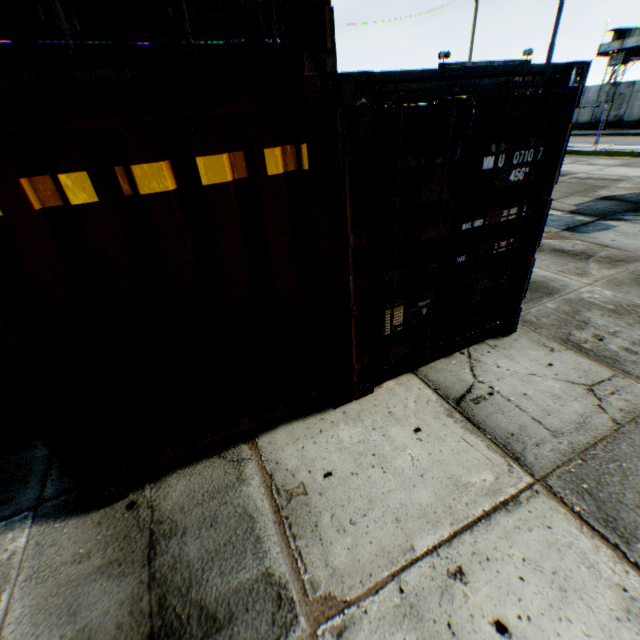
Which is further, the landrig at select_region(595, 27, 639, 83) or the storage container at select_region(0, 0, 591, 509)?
the landrig at select_region(595, 27, 639, 83)

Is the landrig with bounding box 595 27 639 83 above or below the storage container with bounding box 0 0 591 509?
above

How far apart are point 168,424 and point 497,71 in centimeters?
410cm

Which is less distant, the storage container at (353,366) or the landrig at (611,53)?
the storage container at (353,366)

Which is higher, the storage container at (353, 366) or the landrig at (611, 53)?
the landrig at (611, 53)
